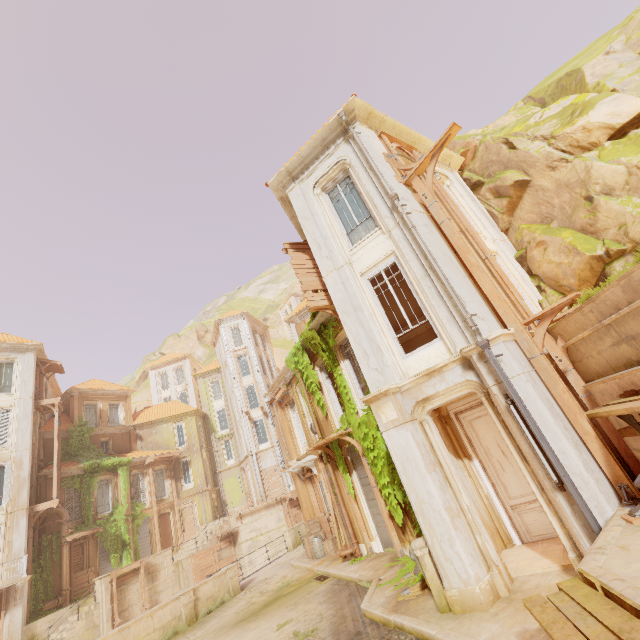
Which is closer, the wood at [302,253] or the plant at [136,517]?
the wood at [302,253]

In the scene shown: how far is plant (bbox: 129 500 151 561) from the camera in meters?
26.7

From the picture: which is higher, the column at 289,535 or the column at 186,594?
the column at 289,535

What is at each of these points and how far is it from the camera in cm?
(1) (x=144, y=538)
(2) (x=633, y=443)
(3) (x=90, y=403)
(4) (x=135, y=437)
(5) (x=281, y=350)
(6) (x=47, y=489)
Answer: (1) shutter, 2802
(2) building, 686
(3) window, 3206
(4) column, 3353
(5) rock, 5981
(6) column, 2409

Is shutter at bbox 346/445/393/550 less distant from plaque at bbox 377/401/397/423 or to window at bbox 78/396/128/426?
plaque at bbox 377/401/397/423

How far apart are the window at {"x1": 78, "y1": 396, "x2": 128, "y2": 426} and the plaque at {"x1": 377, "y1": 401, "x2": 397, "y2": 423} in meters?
33.5

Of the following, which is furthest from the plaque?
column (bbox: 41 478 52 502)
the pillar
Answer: column (bbox: 41 478 52 502)

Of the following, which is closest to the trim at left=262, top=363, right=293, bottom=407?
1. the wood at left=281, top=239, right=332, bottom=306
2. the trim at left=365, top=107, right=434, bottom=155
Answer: the wood at left=281, top=239, right=332, bottom=306
